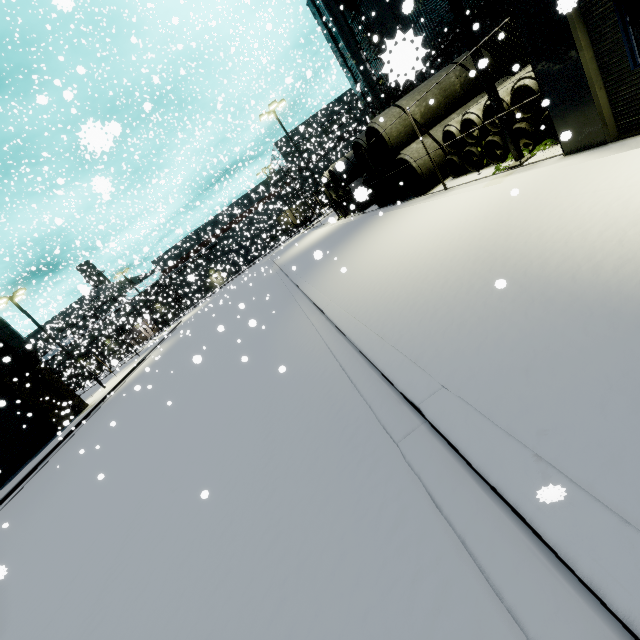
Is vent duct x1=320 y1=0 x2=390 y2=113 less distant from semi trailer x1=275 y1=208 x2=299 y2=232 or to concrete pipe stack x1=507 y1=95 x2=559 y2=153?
concrete pipe stack x1=507 y1=95 x2=559 y2=153

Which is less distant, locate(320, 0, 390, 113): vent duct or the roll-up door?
the roll-up door

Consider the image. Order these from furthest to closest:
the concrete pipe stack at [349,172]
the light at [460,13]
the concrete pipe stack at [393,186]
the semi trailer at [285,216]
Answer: the semi trailer at [285,216], the concrete pipe stack at [349,172], the concrete pipe stack at [393,186], the light at [460,13]

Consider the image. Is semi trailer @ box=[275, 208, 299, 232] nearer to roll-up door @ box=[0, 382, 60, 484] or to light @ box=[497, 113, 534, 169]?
roll-up door @ box=[0, 382, 60, 484]

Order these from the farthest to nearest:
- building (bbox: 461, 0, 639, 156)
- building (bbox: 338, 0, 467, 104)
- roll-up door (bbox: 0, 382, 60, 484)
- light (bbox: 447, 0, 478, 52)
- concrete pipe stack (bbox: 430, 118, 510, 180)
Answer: roll-up door (bbox: 0, 382, 60, 484) → concrete pipe stack (bbox: 430, 118, 510, 180) → light (bbox: 447, 0, 478, 52) → building (bbox: 461, 0, 639, 156) → building (bbox: 338, 0, 467, 104)

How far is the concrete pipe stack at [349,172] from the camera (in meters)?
13.31

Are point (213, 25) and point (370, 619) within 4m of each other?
no

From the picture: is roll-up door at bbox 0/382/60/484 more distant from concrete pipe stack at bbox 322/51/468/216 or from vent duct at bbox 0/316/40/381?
concrete pipe stack at bbox 322/51/468/216
